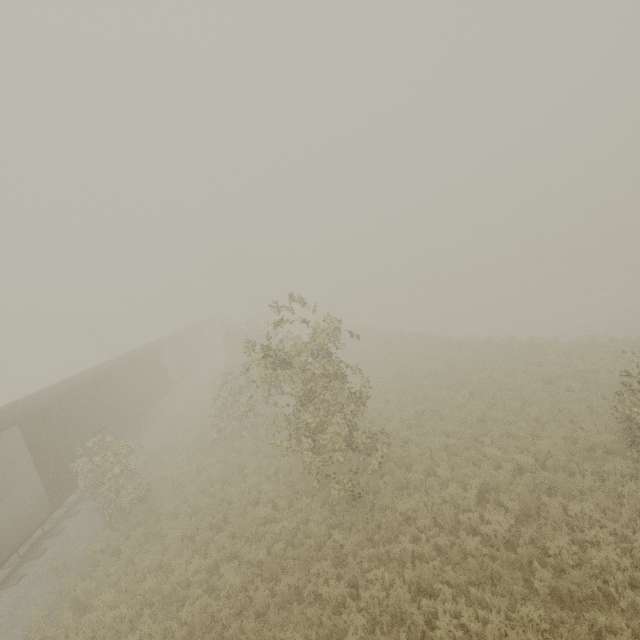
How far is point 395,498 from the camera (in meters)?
9.99
